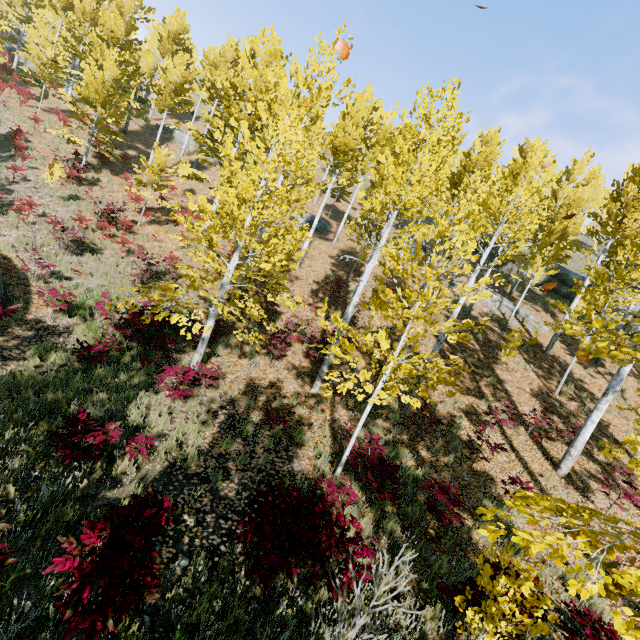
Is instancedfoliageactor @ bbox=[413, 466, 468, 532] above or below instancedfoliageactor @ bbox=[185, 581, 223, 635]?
above

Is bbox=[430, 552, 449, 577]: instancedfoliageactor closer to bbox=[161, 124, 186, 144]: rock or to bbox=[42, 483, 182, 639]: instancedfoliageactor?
bbox=[42, 483, 182, 639]: instancedfoliageactor

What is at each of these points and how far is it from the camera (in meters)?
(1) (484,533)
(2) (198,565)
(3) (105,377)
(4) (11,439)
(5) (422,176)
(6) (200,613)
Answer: (1) instancedfoliageactor, 2.54
(2) instancedfoliageactor, 4.35
(3) instancedfoliageactor, 8.21
(4) instancedfoliageactor, 5.12
(5) instancedfoliageactor, 13.91
(6) instancedfoliageactor, 3.72

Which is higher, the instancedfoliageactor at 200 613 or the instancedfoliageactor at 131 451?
the instancedfoliageactor at 200 613

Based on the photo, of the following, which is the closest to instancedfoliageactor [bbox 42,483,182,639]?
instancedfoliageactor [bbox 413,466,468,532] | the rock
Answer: instancedfoliageactor [bbox 413,466,468,532]

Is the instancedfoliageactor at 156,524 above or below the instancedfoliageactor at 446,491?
below

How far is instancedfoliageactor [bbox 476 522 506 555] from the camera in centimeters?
250cm
